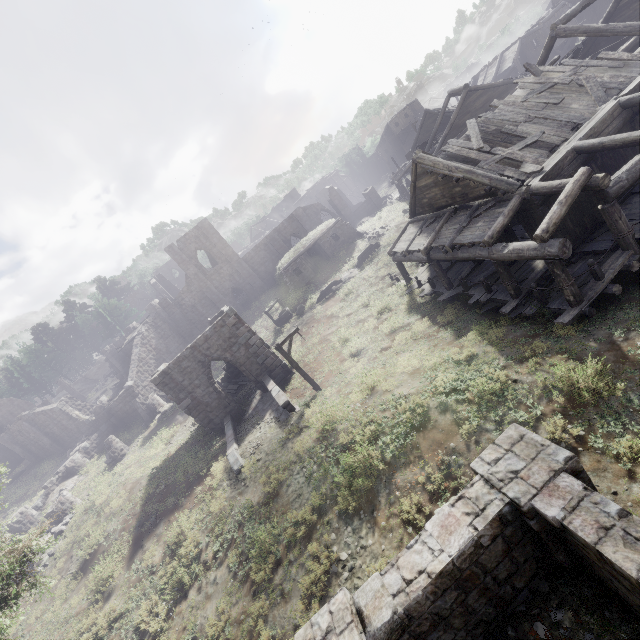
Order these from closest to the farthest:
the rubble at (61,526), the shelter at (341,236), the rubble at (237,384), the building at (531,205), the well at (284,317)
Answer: the building at (531,205) < the rubble at (61,526) < the rubble at (237,384) < the well at (284,317) < the shelter at (341,236)

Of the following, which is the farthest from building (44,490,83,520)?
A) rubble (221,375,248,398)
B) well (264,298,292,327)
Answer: well (264,298,292,327)

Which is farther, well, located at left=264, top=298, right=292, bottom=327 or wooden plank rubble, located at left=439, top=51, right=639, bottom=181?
well, located at left=264, top=298, right=292, bottom=327

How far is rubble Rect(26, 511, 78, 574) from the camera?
17.8m

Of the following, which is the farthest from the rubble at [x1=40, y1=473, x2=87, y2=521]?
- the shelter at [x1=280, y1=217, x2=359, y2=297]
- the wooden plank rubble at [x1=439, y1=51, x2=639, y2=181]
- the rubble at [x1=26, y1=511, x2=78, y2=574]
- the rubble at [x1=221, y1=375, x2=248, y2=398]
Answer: the wooden plank rubble at [x1=439, y1=51, x2=639, y2=181]

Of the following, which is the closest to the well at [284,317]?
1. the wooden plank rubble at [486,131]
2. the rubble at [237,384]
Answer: the rubble at [237,384]

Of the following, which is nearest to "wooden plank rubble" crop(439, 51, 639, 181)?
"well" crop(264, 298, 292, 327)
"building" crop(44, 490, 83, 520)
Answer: "well" crop(264, 298, 292, 327)

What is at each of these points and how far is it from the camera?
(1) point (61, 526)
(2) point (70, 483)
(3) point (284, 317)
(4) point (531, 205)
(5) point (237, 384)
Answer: (1) rubble, 19.19m
(2) rubble, 25.31m
(3) well, 29.02m
(4) building, 12.03m
(5) rubble, 24.34m
